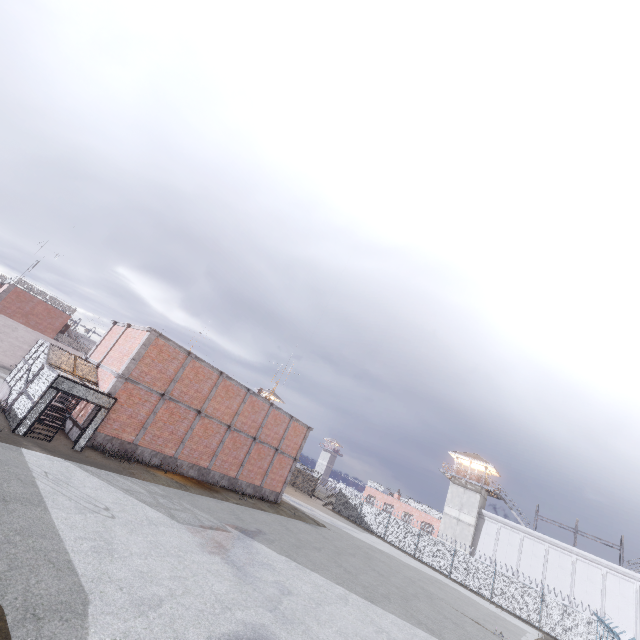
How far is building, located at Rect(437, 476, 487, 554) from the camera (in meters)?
41.38

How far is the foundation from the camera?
18.3m

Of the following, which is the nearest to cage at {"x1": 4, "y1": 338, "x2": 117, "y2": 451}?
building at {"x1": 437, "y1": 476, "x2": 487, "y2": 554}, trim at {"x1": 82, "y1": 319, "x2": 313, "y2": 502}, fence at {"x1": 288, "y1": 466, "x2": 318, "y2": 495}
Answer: trim at {"x1": 82, "y1": 319, "x2": 313, "y2": 502}

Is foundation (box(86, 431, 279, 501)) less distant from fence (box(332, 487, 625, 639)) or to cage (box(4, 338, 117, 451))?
cage (box(4, 338, 117, 451))

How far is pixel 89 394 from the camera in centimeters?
1627cm

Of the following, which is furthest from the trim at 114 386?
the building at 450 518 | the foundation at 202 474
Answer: the building at 450 518

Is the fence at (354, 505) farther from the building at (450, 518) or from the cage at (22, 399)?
the building at (450, 518)

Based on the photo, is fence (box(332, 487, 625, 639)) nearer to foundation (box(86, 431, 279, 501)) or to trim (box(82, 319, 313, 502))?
trim (box(82, 319, 313, 502))
